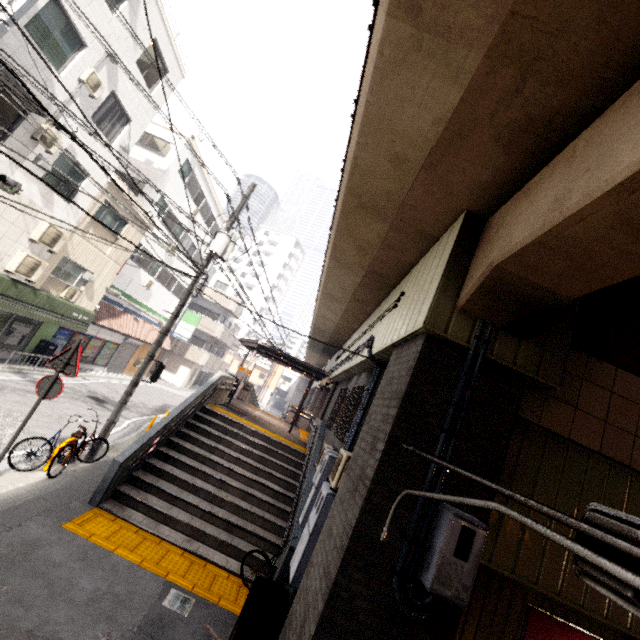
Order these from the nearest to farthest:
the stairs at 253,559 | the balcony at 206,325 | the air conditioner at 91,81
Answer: the stairs at 253,559
the air conditioner at 91,81
the balcony at 206,325

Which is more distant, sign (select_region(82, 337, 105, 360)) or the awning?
sign (select_region(82, 337, 105, 360))

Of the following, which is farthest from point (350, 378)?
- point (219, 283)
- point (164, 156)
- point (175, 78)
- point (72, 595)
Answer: point (219, 283)

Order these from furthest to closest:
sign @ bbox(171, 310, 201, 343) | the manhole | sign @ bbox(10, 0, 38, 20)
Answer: sign @ bbox(171, 310, 201, 343) < the manhole < sign @ bbox(10, 0, 38, 20)

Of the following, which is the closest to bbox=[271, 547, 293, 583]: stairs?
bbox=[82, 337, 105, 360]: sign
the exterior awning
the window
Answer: the exterior awning

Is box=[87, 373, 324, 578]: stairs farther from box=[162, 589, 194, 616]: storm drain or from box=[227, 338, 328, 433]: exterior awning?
box=[227, 338, 328, 433]: exterior awning

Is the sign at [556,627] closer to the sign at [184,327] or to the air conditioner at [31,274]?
the air conditioner at [31,274]

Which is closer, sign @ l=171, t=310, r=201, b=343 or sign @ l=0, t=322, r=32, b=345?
sign @ l=0, t=322, r=32, b=345
